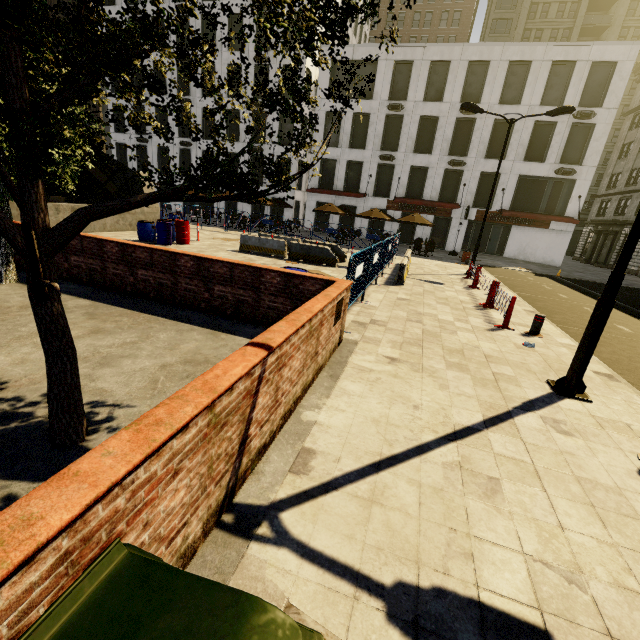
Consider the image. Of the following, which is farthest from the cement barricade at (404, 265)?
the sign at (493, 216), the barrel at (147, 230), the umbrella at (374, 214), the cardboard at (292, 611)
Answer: the sign at (493, 216)

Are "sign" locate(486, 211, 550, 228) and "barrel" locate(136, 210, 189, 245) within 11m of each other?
no

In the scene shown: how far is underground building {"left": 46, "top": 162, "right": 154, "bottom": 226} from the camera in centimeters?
1438cm

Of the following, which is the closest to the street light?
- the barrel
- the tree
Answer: the tree

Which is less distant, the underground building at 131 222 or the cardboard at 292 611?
the cardboard at 292 611

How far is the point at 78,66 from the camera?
2.4m

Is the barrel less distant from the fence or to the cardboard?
the fence
